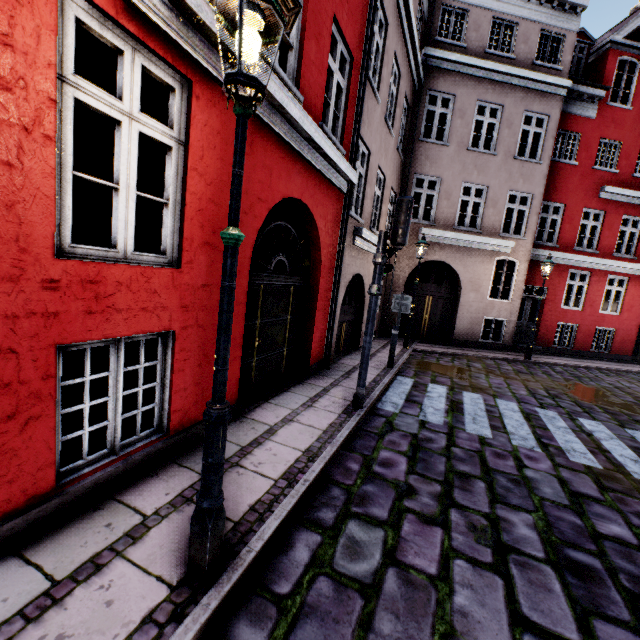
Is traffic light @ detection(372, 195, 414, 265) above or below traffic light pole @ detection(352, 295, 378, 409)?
above

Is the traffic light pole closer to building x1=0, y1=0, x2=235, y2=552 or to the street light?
building x1=0, y1=0, x2=235, y2=552

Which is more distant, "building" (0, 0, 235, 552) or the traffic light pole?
the traffic light pole

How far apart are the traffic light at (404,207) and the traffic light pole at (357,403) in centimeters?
50cm

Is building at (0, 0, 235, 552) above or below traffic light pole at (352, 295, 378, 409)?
above

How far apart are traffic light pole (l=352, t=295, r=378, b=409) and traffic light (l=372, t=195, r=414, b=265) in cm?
50

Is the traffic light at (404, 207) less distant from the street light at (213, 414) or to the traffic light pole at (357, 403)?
the traffic light pole at (357, 403)

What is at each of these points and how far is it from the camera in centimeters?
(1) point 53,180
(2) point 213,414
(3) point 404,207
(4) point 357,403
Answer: (1) building, 218cm
(2) street light, 206cm
(3) traffic light, 493cm
(4) traffic light pole, 545cm
